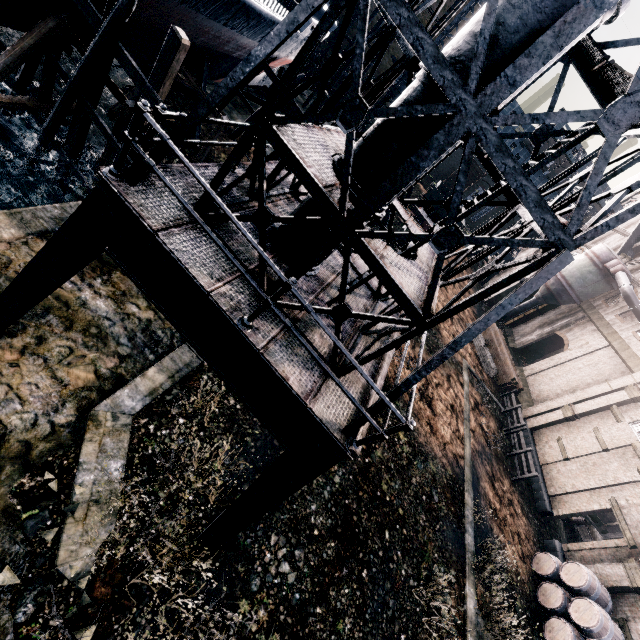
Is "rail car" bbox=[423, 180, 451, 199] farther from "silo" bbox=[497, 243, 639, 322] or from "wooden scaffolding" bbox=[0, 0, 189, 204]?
"wooden scaffolding" bbox=[0, 0, 189, 204]

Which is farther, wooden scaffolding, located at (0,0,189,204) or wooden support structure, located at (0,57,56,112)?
wooden support structure, located at (0,57,56,112)

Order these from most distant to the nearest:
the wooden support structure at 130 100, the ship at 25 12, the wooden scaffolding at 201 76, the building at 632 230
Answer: the building at 632 230, the wooden scaffolding at 201 76, the wooden support structure at 130 100, the ship at 25 12

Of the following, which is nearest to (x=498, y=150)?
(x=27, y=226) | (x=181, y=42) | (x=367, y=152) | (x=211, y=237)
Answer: (x=367, y=152)

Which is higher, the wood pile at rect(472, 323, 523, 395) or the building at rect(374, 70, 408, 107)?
the building at rect(374, 70, 408, 107)

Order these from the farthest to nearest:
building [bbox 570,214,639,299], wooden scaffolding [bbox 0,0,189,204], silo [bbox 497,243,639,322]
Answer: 1. building [bbox 570,214,639,299]
2. silo [bbox 497,243,639,322]
3. wooden scaffolding [bbox 0,0,189,204]

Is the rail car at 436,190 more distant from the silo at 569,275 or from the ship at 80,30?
the ship at 80,30

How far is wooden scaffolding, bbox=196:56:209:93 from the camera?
19.0m
